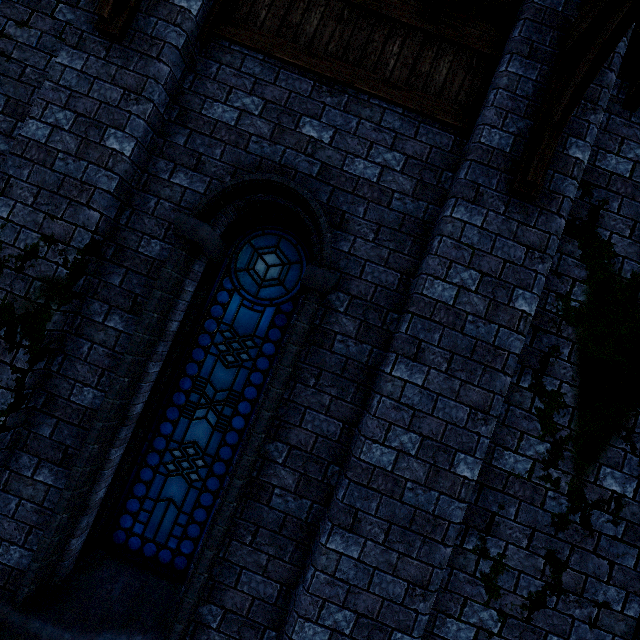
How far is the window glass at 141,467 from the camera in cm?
328

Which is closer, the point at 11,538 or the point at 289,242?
the point at 11,538

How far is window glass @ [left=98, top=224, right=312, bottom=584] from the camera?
3.28m

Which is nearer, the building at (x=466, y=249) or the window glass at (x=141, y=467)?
the building at (x=466, y=249)

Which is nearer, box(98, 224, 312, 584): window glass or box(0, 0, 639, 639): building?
box(0, 0, 639, 639): building
